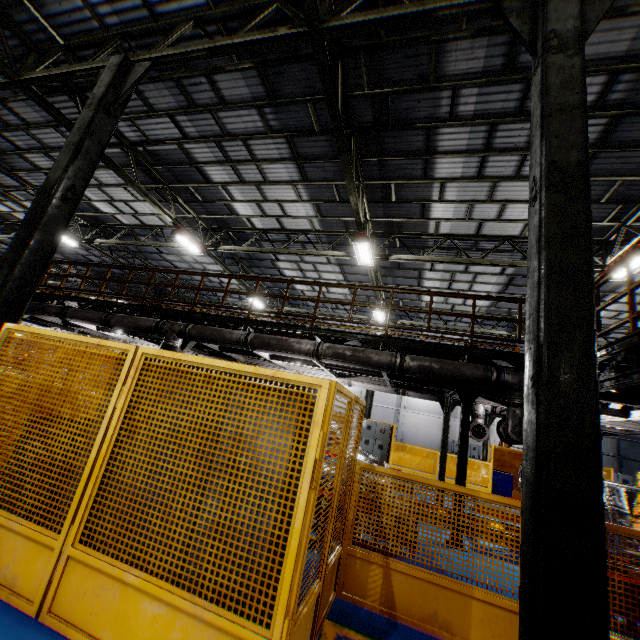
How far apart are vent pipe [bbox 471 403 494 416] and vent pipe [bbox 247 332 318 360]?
3.6 meters

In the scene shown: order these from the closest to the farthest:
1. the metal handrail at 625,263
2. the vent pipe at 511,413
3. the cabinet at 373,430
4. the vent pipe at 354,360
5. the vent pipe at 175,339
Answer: the metal handrail at 625,263
the vent pipe at 511,413
the vent pipe at 354,360
the vent pipe at 175,339
the cabinet at 373,430

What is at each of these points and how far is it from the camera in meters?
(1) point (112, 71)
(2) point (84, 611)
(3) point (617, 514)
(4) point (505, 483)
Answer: (1) metal pole, 6.3
(2) metal panel, 2.5
(3) chassis, 6.8
(4) toolbox, 13.4

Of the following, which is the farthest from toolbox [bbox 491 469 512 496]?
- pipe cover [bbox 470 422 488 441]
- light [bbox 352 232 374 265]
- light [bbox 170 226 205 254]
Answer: light [bbox 170 226 205 254]

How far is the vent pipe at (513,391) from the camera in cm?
654

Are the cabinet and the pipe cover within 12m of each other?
yes

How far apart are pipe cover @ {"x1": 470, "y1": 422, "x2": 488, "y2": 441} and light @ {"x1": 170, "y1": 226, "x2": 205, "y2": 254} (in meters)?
12.50

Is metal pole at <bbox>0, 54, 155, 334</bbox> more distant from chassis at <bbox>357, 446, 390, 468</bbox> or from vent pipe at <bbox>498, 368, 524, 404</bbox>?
chassis at <bbox>357, 446, 390, 468</bbox>
